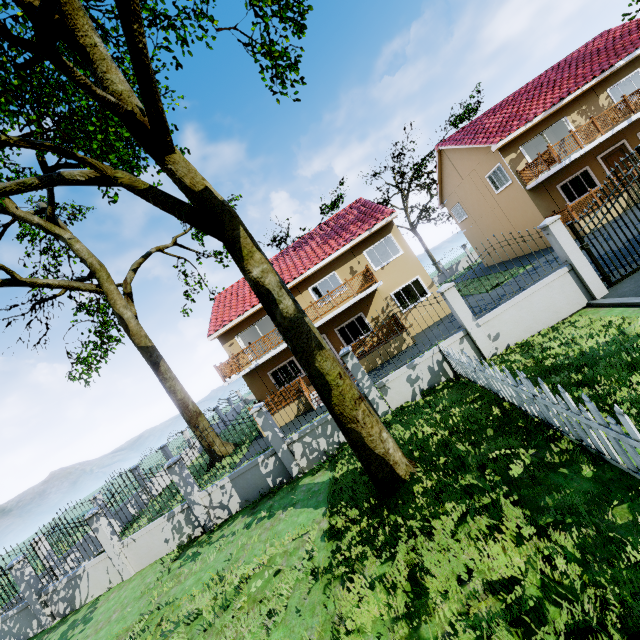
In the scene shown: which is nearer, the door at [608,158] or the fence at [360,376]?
the fence at [360,376]

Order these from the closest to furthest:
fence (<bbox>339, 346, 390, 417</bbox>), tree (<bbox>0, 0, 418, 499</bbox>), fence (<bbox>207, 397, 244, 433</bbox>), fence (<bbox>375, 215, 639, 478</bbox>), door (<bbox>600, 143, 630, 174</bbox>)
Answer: fence (<bbox>375, 215, 639, 478</bbox>)
tree (<bbox>0, 0, 418, 499</bbox>)
fence (<bbox>339, 346, 390, 417</bbox>)
fence (<bbox>207, 397, 244, 433</bbox>)
door (<bbox>600, 143, 630, 174</bbox>)

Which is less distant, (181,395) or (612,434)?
(612,434)

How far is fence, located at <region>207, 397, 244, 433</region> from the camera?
9.8m

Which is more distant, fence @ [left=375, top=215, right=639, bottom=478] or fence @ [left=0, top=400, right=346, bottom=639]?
fence @ [left=0, top=400, right=346, bottom=639]

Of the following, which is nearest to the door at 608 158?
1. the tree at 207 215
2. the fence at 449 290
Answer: the fence at 449 290

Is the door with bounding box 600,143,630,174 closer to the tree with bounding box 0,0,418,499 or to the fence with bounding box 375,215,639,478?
the fence with bounding box 375,215,639,478

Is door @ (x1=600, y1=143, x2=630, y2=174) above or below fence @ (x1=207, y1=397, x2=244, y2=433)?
above
